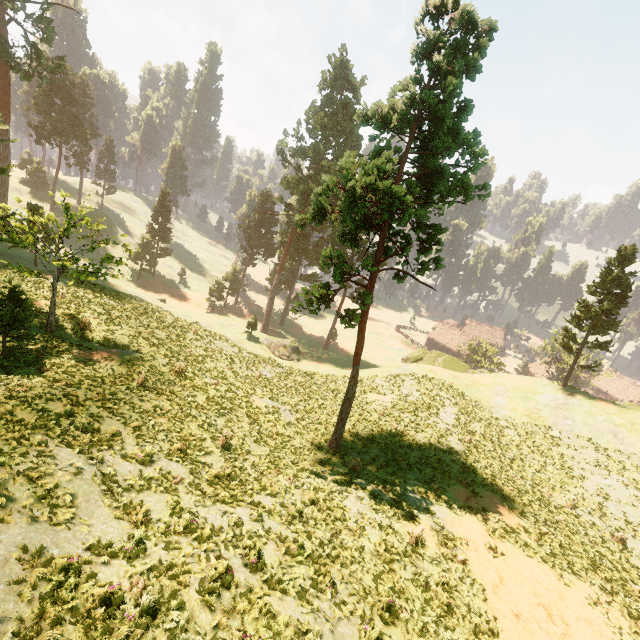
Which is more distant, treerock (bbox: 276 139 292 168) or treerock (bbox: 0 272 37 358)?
treerock (bbox: 276 139 292 168)

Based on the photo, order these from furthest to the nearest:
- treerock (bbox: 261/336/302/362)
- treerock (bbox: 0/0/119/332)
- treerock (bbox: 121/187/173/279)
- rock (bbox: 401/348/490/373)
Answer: treerock (bbox: 121/187/173/279), treerock (bbox: 261/336/302/362), rock (bbox: 401/348/490/373), treerock (bbox: 0/0/119/332)

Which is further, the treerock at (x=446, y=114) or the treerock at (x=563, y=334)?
the treerock at (x=563, y=334)

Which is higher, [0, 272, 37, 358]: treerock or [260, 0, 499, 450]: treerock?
[260, 0, 499, 450]: treerock

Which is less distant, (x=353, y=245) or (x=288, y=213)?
(x=353, y=245)

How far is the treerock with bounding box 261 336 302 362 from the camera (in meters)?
43.47
